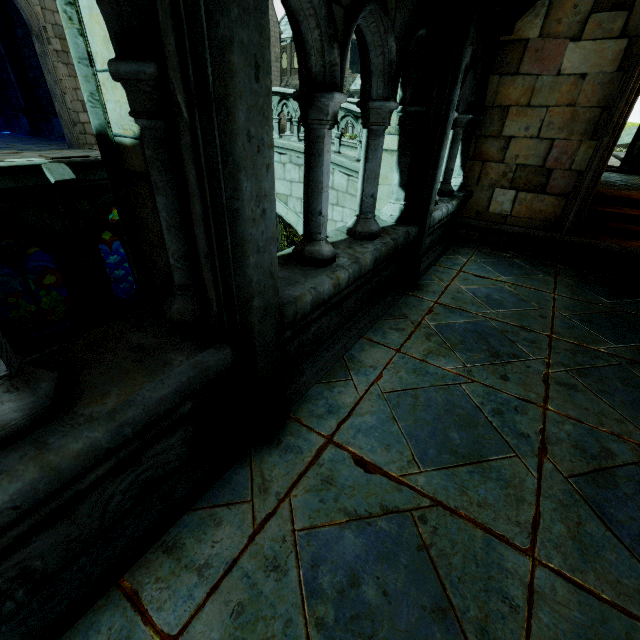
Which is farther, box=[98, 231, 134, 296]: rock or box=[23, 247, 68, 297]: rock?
box=[23, 247, 68, 297]: rock

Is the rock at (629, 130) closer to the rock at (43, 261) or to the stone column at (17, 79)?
the rock at (43, 261)

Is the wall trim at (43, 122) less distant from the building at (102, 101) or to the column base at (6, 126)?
the building at (102, 101)

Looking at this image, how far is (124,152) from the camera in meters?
1.7 m

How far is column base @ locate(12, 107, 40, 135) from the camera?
15.2m

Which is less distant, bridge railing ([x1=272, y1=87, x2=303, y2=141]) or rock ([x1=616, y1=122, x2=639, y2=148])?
bridge railing ([x1=272, y1=87, x2=303, y2=141])

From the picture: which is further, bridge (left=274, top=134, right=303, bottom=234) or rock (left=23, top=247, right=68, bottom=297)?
rock (left=23, top=247, right=68, bottom=297)

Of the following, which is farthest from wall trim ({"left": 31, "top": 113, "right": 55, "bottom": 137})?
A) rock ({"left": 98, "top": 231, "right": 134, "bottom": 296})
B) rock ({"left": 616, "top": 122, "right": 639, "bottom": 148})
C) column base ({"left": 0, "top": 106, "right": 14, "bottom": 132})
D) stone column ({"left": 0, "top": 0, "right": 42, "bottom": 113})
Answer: rock ({"left": 616, "top": 122, "right": 639, "bottom": 148})
